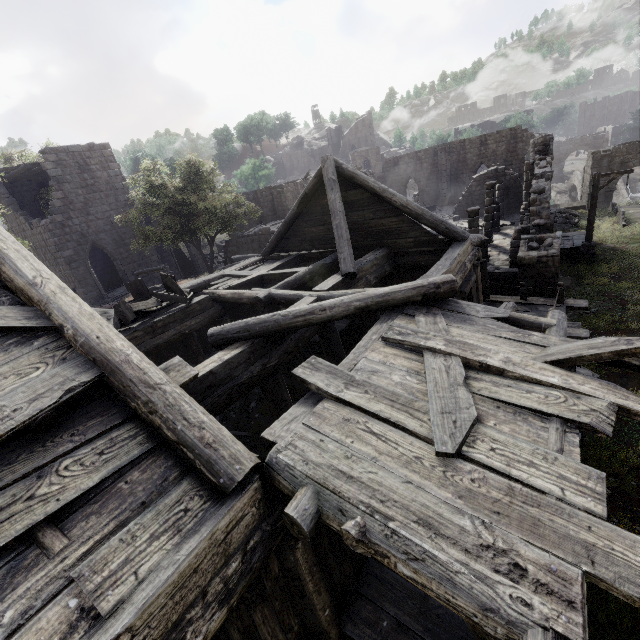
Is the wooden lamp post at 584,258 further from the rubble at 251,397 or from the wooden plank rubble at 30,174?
the wooden plank rubble at 30,174

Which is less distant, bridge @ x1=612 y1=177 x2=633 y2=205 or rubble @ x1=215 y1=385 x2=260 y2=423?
rubble @ x1=215 y1=385 x2=260 y2=423

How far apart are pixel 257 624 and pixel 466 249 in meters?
9.4

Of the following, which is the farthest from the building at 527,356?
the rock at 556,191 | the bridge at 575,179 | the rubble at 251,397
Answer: the rock at 556,191

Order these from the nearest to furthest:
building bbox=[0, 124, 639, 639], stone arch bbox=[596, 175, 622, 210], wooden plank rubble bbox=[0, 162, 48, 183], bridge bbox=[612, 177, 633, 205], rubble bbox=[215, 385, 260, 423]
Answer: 1. building bbox=[0, 124, 639, 639]
2. rubble bbox=[215, 385, 260, 423]
3. wooden plank rubble bbox=[0, 162, 48, 183]
4. stone arch bbox=[596, 175, 622, 210]
5. bridge bbox=[612, 177, 633, 205]

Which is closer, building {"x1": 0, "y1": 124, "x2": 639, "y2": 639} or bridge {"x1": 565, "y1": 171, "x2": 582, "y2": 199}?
building {"x1": 0, "y1": 124, "x2": 639, "y2": 639}

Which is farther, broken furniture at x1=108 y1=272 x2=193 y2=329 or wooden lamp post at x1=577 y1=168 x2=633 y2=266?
wooden lamp post at x1=577 y1=168 x2=633 y2=266

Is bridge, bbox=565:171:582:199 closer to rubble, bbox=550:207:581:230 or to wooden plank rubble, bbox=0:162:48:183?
rubble, bbox=550:207:581:230
